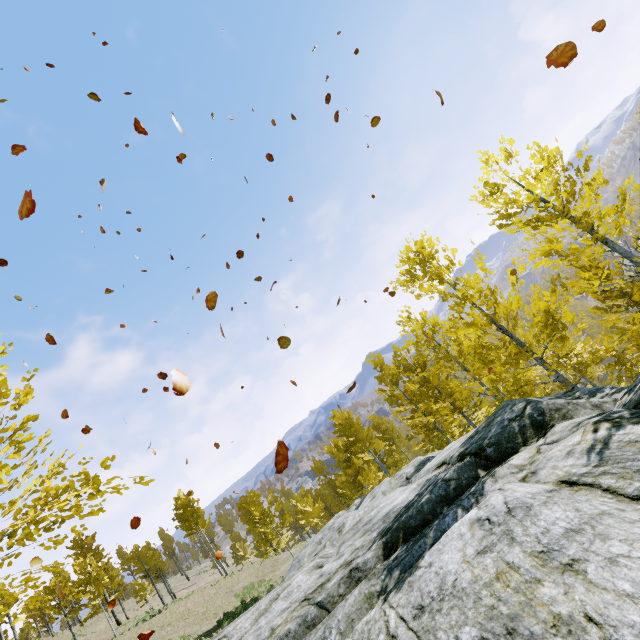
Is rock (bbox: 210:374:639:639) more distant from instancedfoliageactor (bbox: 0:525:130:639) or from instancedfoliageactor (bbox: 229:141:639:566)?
instancedfoliageactor (bbox: 229:141:639:566)

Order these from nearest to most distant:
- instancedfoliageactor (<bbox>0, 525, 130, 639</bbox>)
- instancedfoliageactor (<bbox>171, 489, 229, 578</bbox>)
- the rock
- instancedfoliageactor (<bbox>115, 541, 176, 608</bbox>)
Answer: the rock → instancedfoliageactor (<bbox>0, 525, 130, 639</bbox>) → instancedfoliageactor (<bbox>171, 489, 229, 578</bbox>) → instancedfoliageactor (<bbox>115, 541, 176, 608</bbox>)

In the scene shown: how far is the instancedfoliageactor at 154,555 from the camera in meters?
38.9

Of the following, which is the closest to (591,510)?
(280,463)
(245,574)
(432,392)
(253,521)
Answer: (280,463)

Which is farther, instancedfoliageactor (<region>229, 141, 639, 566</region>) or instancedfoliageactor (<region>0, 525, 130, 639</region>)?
instancedfoliageactor (<region>229, 141, 639, 566</region>)

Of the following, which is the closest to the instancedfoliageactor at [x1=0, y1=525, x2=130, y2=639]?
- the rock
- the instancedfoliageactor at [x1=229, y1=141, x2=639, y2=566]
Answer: the rock
